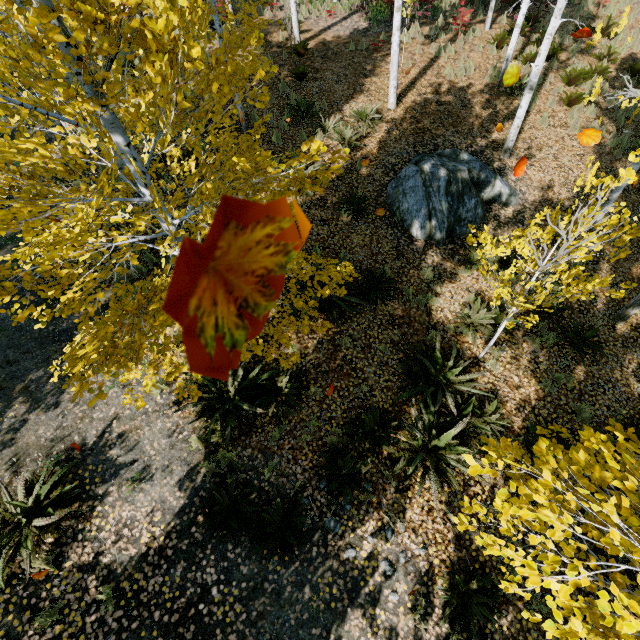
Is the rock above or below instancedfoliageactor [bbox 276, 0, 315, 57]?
below

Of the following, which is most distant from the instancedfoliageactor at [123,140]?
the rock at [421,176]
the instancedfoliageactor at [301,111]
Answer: the instancedfoliageactor at [301,111]

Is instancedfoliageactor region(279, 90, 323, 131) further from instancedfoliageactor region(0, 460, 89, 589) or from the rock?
the rock

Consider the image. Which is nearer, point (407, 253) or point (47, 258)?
point (47, 258)

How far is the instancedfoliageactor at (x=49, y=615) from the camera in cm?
392

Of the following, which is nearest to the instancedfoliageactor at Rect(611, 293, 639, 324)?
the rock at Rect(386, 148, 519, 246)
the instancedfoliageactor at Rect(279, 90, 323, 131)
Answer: the rock at Rect(386, 148, 519, 246)

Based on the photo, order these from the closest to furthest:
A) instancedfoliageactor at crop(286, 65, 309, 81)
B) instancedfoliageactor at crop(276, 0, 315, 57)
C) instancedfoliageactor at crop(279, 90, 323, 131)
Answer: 1. instancedfoliageactor at crop(279, 90, 323, 131)
2. instancedfoliageactor at crop(286, 65, 309, 81)
3. instancedfoliageactor at crop(276, 0, 315, 57)
